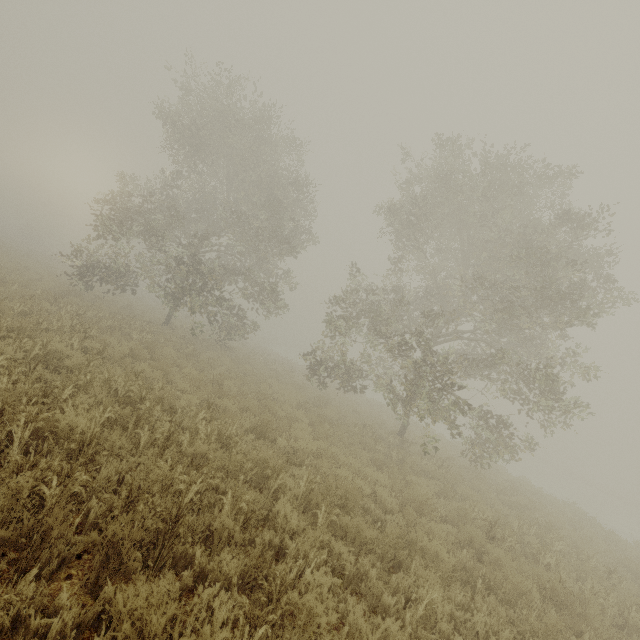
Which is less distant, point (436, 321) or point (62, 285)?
point (62, 285)
